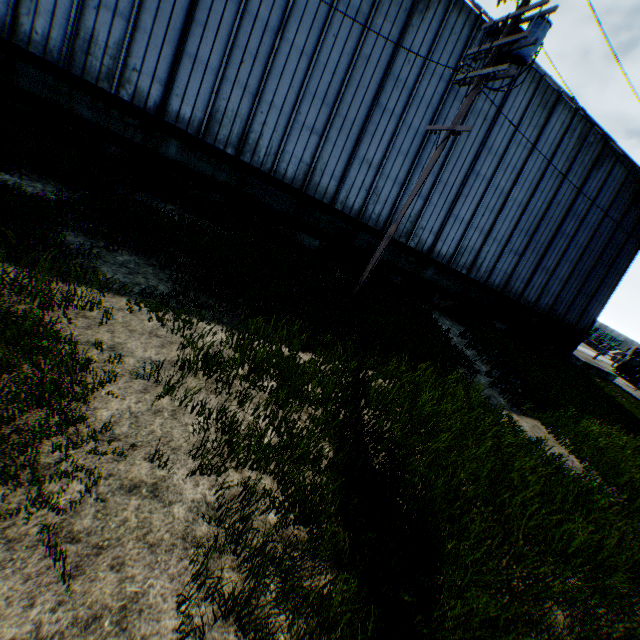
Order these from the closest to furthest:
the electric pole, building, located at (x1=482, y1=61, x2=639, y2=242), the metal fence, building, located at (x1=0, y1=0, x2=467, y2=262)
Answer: the electric pole
building, located at (x1=0, y1=0, x2=467, y2=262)
building, located at (x1=482, y1=61, x2=639, y2=242)
the metal fence

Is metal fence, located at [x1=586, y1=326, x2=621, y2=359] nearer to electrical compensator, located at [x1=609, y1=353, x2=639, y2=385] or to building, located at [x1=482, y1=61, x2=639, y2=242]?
electrical compensator, located at [x1=609, y1=353, x2=639, y2=385]

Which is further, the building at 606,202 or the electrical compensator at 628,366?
the electrical compensator at 628,366

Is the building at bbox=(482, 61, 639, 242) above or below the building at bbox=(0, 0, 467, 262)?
above

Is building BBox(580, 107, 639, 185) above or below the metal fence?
above

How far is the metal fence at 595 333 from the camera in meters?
27.8

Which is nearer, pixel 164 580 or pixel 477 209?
pixel 164 580

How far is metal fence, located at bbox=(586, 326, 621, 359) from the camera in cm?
2778
